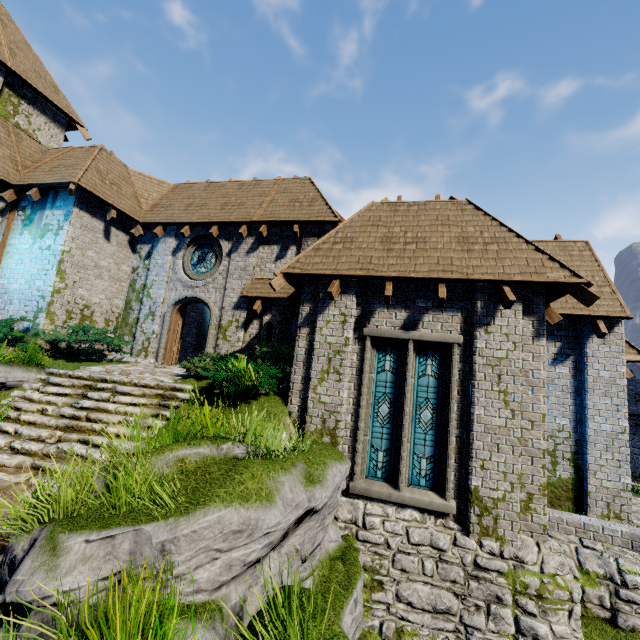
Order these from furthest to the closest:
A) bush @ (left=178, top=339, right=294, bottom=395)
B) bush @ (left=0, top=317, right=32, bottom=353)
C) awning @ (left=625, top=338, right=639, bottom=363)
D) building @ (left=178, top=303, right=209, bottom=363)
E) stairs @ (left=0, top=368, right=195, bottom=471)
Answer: building @ (left=178, top=303, right=209, bottom=363)
bush @ (left=0, top=317, right=32, bottom=353)
awning @ (left=625, top=338, right=639, bottom=363)
bush @ (left=178, top=339, right=294, bottom=395)
stairs @ (left=0, top=368, right=195, bottom=471)

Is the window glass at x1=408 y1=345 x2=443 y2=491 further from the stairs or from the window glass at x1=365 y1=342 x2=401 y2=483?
the stairs

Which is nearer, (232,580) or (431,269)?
(232,580)

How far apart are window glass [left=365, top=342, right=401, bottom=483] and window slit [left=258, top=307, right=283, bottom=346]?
4.5 meters

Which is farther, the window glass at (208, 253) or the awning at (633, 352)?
the window glass at (208, 253)

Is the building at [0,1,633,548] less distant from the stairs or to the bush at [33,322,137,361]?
the bush at [33,322,137,361]

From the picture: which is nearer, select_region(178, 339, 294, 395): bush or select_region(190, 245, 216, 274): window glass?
select_region(178, 339, 294, 395): bush

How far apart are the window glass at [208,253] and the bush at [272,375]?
3.7m
